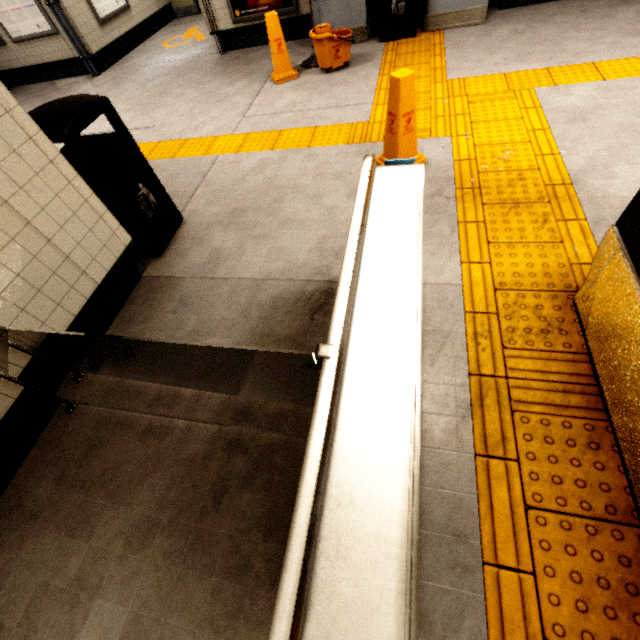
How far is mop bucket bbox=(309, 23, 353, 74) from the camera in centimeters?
449cm

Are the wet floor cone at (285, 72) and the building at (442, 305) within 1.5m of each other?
no

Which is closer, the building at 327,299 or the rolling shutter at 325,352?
the rolling shutter at 325,352

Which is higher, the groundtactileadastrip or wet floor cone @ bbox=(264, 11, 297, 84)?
wet floor cone @ bbox=(264, 11, 297, 84)

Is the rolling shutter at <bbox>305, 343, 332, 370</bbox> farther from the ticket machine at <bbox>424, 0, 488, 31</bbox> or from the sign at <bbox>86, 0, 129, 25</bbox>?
the sign at <bbox>86, 0, 129, 25</bbox>

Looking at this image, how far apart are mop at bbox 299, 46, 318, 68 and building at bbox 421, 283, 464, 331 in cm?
443

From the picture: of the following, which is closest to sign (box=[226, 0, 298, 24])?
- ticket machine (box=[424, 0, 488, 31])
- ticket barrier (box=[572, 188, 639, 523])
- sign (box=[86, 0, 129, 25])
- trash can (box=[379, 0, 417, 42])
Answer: trash can (box=[379, 0, 417, 42])

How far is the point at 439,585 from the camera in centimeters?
138cm
